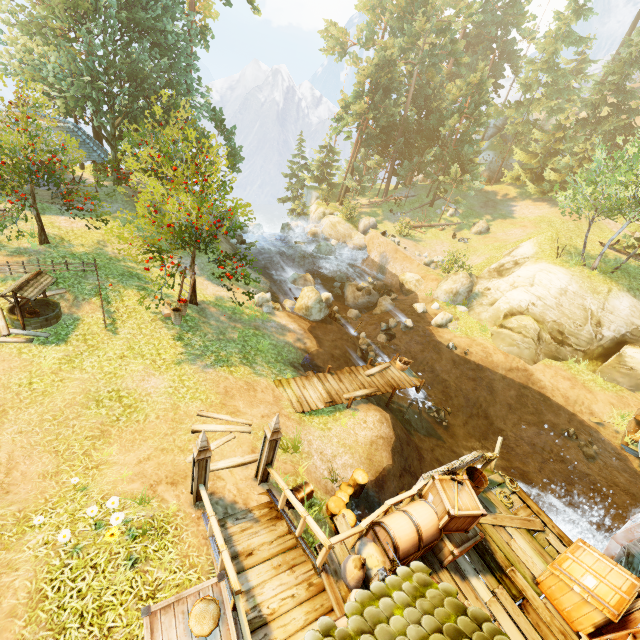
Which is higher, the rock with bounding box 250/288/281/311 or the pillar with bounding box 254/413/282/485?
the pillar with bounding box 254/413/282/485

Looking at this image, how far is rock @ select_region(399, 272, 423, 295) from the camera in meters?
27.0 m

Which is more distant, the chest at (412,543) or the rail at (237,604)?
the chest at (412,543)

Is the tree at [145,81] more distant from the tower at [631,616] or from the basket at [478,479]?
the tower at [631,616]

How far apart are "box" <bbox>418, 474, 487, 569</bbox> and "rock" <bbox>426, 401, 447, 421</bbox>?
9.94m

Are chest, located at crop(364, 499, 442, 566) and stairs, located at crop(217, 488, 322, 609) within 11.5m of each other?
yes

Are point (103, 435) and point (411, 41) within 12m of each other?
no

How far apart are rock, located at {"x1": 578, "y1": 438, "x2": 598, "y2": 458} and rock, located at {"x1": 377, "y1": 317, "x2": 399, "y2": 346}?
10.73m
